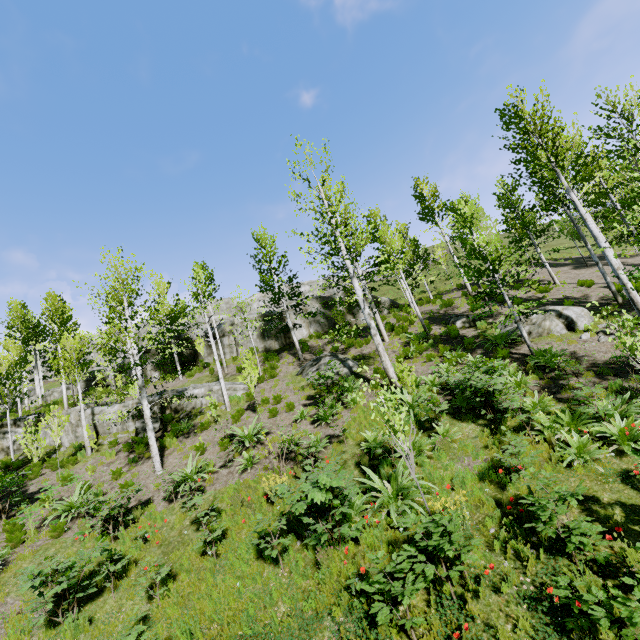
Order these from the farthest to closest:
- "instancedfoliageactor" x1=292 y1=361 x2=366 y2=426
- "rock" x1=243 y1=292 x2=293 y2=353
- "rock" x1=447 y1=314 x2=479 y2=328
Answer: "rock" x1=243 y1=292 x2=293 y2=353
"rock" x1=447 y1=314 x2=479 y2=328
"instancedfoliageactor" x1=292 y1=361 x2=366 y2=426

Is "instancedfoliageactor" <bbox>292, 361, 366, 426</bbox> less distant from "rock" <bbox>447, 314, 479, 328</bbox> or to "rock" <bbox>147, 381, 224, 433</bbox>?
"rock" <bbox>147, 381, 224, 433</bbox>

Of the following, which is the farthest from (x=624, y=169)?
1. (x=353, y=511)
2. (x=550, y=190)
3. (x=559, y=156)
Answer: (x=353, y=511)

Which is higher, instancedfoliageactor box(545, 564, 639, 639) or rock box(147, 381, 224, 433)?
rock box(147, 381, 224, 433)

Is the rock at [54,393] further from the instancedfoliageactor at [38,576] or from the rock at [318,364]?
the rock at [318,364]

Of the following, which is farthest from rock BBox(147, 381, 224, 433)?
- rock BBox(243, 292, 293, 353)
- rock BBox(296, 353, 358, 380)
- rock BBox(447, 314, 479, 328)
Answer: rock BBox(447, 314, 479, 328)

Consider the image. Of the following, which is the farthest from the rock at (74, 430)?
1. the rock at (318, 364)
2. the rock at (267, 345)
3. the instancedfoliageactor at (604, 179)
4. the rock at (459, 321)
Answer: the rock at (459, 321)

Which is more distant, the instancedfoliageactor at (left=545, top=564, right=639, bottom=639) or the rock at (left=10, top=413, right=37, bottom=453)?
the rock at (left=10, top=413, right=37, bottom=453)
